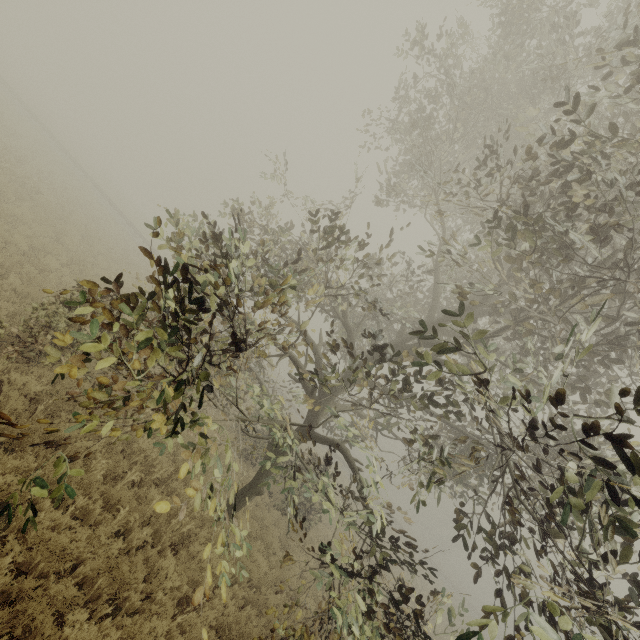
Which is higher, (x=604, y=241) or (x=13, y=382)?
(x=604, y=241)
